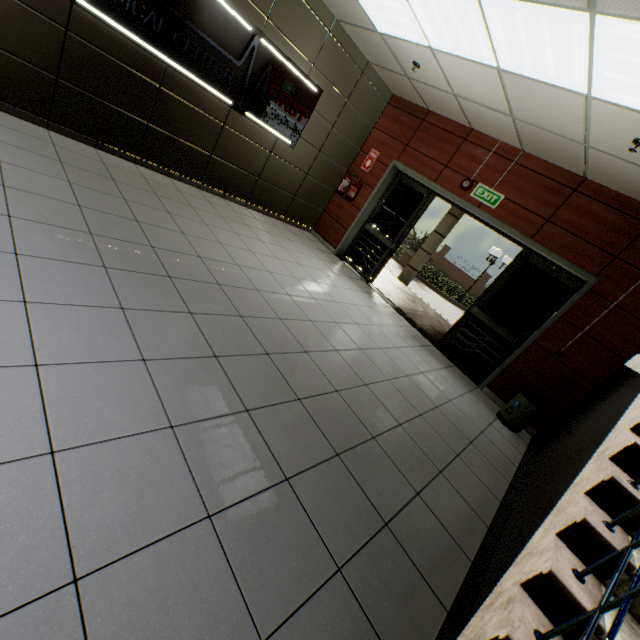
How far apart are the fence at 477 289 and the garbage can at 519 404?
24.49m

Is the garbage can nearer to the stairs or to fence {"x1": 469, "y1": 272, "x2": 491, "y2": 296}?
the stairs

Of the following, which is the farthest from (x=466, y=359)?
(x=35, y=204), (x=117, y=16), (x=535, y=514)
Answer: (x=117, y=16)

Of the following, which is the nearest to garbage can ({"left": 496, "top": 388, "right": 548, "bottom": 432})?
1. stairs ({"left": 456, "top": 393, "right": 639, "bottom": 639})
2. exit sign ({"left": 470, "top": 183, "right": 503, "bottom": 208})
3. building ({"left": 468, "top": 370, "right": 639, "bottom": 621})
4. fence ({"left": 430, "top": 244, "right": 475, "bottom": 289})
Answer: building ({"left": 468, "top": 370, "right": 639, "bottom": 621})

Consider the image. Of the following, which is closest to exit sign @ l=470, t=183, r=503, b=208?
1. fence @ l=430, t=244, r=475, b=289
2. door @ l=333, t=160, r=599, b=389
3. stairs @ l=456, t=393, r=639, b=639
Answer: door @ l=333, t=160, r=599, b=389

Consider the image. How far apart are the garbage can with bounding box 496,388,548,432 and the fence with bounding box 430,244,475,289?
24.5 meters

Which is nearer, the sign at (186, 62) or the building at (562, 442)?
the building at (562, 442)

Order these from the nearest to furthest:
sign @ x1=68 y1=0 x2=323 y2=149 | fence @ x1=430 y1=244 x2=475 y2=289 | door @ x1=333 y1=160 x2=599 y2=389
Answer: sign @ x1=68 y1=0 x2=323 y2=149 < door @ x1=333 y1=160 x2=599 y2=389 < fence @ x1=430 y1=244 x2=475 y2=289
